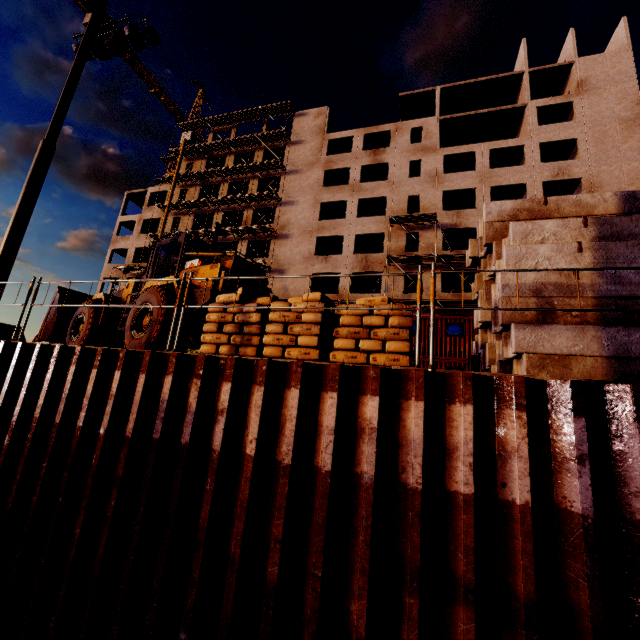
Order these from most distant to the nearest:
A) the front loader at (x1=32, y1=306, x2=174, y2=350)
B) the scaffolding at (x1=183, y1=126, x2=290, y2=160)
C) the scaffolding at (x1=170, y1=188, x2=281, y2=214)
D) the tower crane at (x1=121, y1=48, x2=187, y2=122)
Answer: the tower crane at (x1=121, y1=48, x2=187, y2=122) → the scaffolding at (x1=183, y1=126, x2=290, y2=160) → the scaffolding at (x1=170, y1=188, x2=281, y2=214) → the front loader at (x1=32, y1=306, x2=174, y2=350)

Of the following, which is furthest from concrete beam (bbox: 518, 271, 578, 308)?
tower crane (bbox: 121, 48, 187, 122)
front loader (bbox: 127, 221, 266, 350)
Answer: tower crane (bbox: 121, 48, 187, 122)

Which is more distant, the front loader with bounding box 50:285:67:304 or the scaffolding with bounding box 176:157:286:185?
the scaffolding with bounding box 176:157:286:185

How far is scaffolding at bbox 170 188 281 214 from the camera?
34.62m

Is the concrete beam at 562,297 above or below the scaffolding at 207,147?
below

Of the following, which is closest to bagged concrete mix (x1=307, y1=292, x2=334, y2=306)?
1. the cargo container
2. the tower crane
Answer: the cargo container

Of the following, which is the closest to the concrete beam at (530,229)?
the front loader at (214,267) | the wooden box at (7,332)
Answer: the front loader at (214,267)

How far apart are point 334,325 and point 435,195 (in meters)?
28.80
